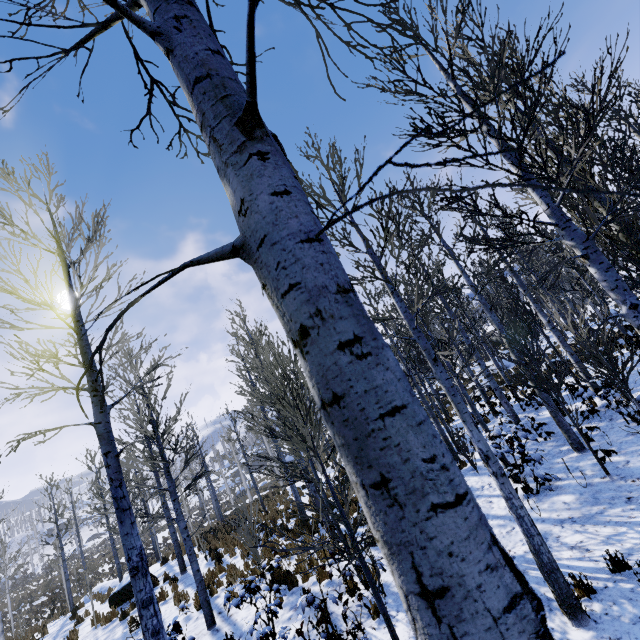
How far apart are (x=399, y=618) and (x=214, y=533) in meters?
14.2

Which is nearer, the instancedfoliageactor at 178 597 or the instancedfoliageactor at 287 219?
the instancedfoliageactor at 287 219

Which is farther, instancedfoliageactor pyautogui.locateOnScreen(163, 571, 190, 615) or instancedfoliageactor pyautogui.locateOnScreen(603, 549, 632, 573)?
instancedfoliageactor pyautogui.locateOnScreen(163, 571, 190, 615)

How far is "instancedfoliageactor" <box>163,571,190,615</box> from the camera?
6.21m

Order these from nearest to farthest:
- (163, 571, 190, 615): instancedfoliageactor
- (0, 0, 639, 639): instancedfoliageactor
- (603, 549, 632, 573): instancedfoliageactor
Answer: (0, 0, 639, 639): instancedfoliageactor < (603, 549, 632, 573): instancedfoliageactor < (163, 571, 190, 615): instancedfoliageactor
